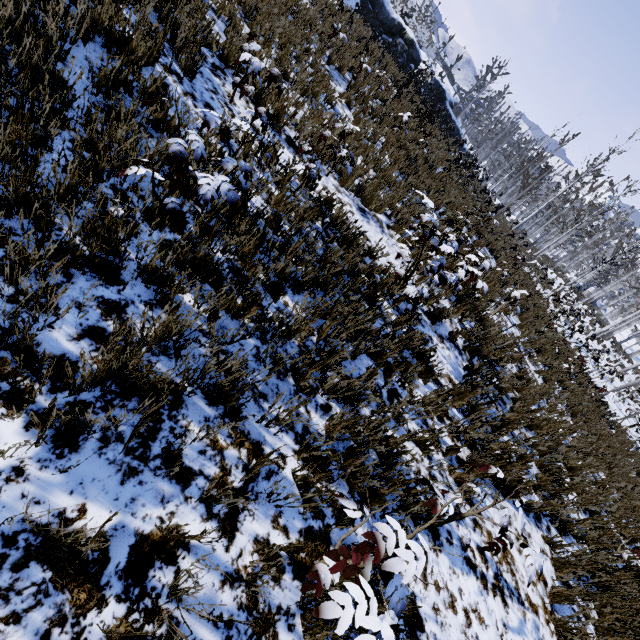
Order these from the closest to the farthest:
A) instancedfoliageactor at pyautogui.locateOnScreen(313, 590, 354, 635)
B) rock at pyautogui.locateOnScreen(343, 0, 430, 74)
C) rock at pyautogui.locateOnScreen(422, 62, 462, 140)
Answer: instancedfoliageactor at pyautogui.locateOnScreen(313, 590, 354, 635)
rock at pyautogui.locateOnScreen(343, 0, 430, 74)
rock at pyautogui.locateOnScreen(422, 62, 462, 140)

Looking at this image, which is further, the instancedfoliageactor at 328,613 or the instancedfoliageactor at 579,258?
the instancedfoliageactor at 579,258

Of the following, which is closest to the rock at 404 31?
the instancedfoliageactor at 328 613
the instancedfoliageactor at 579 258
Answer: the instancedfoliageactor at 579 258

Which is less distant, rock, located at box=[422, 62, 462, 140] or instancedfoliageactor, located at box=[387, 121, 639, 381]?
instancedfoliageactor, located at box=[387, 121, 639, 381]

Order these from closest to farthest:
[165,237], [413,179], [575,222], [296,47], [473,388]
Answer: [165,237], [473,388], [296,47], [413,179], [575,222]

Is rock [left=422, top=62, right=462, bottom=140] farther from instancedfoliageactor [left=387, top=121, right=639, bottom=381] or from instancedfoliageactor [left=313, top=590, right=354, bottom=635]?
instancedfoliageactor [left=313, top=590, right=354, bottom=635]

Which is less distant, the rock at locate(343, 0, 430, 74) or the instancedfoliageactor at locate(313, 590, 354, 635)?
the instancedfoliageactor at locate(313, 590, 354, 635)

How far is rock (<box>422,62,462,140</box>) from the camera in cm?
2420
